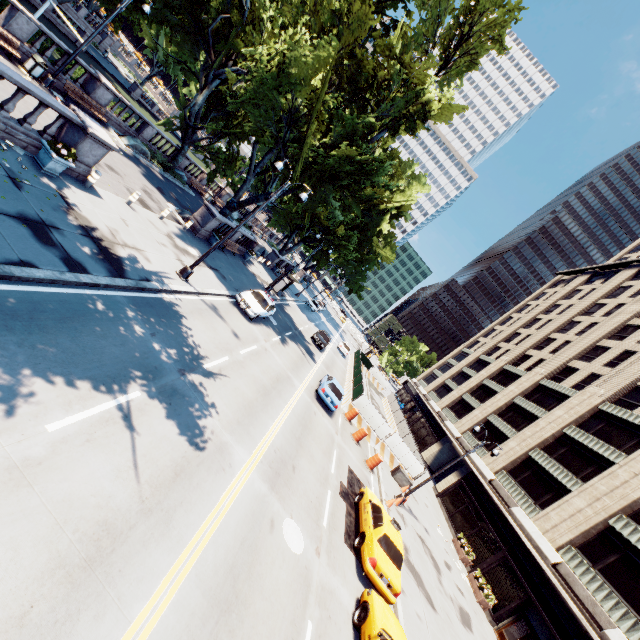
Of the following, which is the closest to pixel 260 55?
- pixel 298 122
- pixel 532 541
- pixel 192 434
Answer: pixel 298 122

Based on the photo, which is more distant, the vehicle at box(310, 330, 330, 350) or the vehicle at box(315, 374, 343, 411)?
the vehicle at box(310, 330, 330, 350)

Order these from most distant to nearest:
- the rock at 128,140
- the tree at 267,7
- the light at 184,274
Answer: the rock at 128,140 < the tree at 267,7 < the light at 184,274

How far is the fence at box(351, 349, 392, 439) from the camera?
26.0 meters

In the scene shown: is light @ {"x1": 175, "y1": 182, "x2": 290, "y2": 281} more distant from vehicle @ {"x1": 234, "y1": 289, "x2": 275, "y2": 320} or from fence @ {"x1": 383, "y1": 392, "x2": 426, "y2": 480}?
fence @ {"x1": 383, "y1": 392, "x2": 426, "y2": 480}

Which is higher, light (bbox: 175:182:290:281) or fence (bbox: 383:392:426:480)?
fence (bbox: 383:392:426:480)

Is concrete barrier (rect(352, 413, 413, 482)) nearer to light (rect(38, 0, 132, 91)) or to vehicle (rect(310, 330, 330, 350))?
vehicle (rect(310, 330, 330, 350))

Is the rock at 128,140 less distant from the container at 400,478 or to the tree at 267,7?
the tree at 267,7
